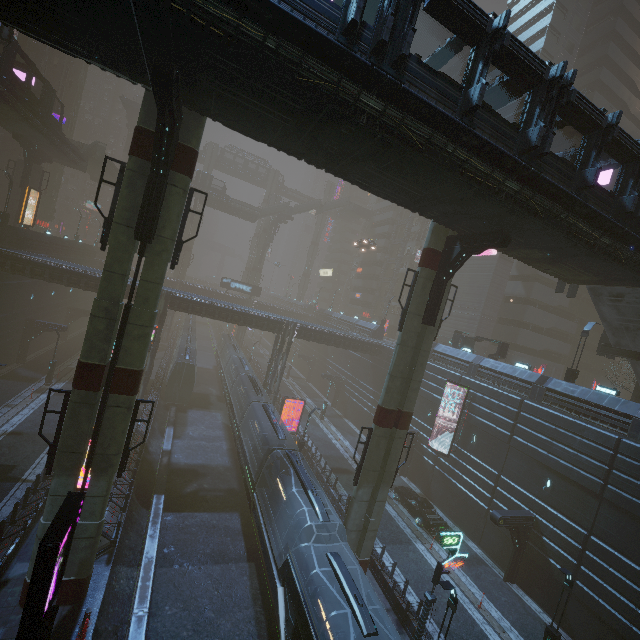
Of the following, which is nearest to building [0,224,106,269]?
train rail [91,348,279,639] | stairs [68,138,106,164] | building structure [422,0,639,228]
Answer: train rail [91,348,279,639]

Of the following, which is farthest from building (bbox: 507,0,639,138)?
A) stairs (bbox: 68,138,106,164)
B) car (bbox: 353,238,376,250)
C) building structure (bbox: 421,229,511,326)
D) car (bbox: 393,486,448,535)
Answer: building structure (bbox: 421,229,511,326)

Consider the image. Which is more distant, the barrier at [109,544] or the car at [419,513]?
the car at [419,513]

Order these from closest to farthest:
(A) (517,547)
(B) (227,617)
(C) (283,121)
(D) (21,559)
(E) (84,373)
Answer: (C) (283,121), (E) (84,373), (D) (21,559), (B) (227,617), (A) (517,547)

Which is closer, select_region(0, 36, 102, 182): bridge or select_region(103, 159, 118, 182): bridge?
select_region(0, 36, 102, 182): bridge

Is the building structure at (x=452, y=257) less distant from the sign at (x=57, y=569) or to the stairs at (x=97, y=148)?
the sign at (x=57, y=569)

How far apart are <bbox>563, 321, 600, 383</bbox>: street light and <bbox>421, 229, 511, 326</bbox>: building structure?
14.6 meters

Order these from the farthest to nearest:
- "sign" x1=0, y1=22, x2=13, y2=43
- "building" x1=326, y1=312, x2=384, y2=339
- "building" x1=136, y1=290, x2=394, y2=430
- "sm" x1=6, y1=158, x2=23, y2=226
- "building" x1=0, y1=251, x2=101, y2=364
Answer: "building" x1=326, y1=312, x2=384, y2=339
"sm" x1=6, y1=158, x2=23, y2=226
"building" x1=136, y1=290, x2=394, y2=430
"building" x1=0, y1=251, x2=101, y2=364
"sign" x1=0, y1=22, x2=13, y2=43
